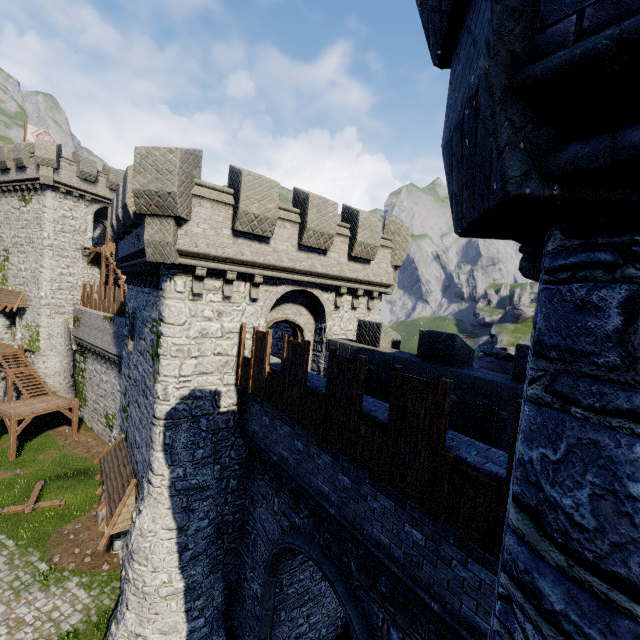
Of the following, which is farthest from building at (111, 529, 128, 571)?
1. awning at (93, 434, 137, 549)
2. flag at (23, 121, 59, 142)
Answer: flag at (23, 121, 59, 142)

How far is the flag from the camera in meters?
30.8

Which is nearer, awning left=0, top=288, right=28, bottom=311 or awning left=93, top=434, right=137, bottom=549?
awning left=93, top=434, right=137, bottom=549

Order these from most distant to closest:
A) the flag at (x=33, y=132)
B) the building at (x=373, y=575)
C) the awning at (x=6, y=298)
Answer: the flag at (x=33, y=132), the awning at (x=6, y=298), the building at (x=373, y=575)

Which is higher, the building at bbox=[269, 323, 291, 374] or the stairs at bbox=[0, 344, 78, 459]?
the building at bbox=[269, 323, 291, 374]

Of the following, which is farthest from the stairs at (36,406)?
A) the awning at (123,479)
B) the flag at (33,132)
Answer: the flag at (33,132)

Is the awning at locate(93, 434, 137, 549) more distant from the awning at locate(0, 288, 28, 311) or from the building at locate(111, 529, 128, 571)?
the awning at locate(0, 288, 28, 311)

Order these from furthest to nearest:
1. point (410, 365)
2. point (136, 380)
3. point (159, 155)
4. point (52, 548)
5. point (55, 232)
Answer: point (55, 232) < point (52, 548) < point (136, 380) < point (410, 365) < point (159, 155)
